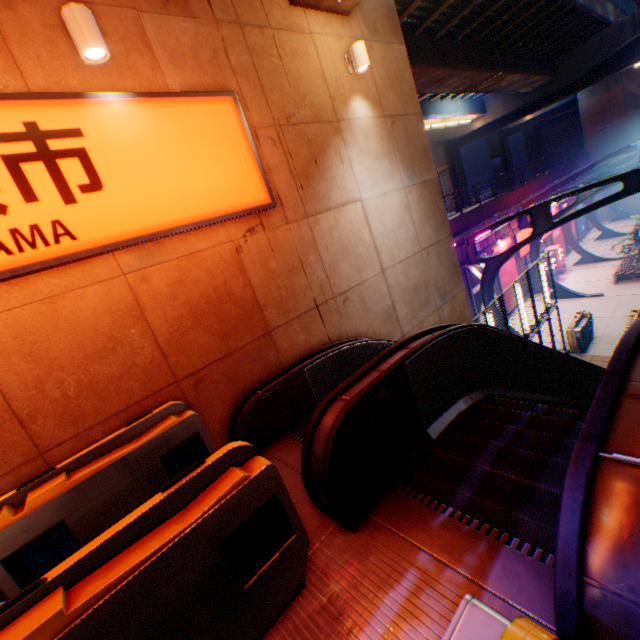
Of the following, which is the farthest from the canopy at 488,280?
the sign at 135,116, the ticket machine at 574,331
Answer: the sign at 135,116

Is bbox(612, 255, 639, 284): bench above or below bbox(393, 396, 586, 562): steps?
below

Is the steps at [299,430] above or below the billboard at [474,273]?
above

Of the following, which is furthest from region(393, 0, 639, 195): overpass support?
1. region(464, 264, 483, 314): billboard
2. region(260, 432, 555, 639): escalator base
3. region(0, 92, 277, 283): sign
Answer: region(464, 264, 483, 314): billboard

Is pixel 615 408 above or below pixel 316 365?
above

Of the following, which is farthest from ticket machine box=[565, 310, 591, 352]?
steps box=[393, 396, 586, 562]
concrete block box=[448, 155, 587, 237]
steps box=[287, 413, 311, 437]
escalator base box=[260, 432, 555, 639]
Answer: escalator base box=[260, 432, 555, 639]

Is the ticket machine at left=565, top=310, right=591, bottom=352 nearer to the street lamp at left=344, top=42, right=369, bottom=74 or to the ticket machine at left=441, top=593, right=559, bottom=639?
the street lamp at left=344, top=42, right=369, bottom=74

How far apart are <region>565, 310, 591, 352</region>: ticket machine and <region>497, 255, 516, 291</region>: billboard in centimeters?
465cm
